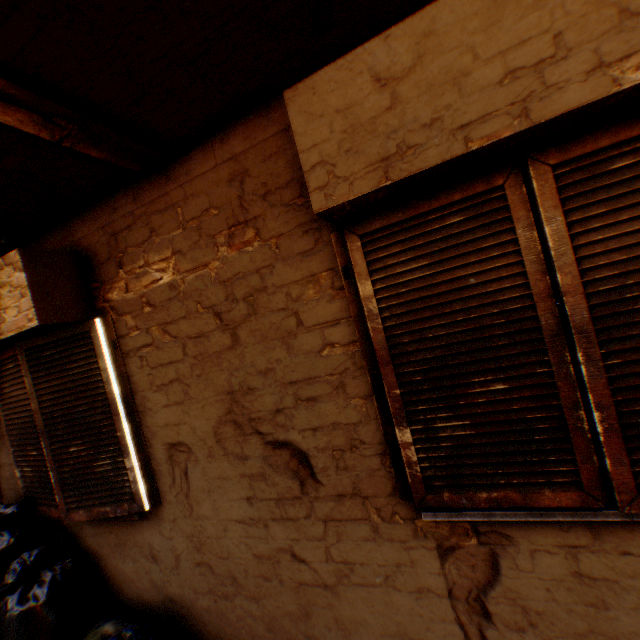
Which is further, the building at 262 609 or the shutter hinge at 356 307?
the shutter hinge at 356 307

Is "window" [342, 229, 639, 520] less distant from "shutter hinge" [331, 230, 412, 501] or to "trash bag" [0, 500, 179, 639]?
"shutter hinge" [331, 230, 412, 501]

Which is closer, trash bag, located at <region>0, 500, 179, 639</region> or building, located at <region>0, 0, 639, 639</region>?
building, located at <region>0, 0, 639, 639</region>

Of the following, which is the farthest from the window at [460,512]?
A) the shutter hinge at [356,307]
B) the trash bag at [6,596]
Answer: the trash bag at [6,596]

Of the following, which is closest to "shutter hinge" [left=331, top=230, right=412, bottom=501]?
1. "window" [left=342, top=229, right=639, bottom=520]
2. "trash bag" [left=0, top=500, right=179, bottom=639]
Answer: "window" [left=342, top=229, right=639, bottom=520]

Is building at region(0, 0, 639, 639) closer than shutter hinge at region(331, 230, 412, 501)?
Yes

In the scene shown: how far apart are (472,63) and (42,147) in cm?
220

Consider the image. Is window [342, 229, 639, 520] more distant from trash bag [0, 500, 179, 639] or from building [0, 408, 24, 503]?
trash bag [0, 500, 179, 639]
